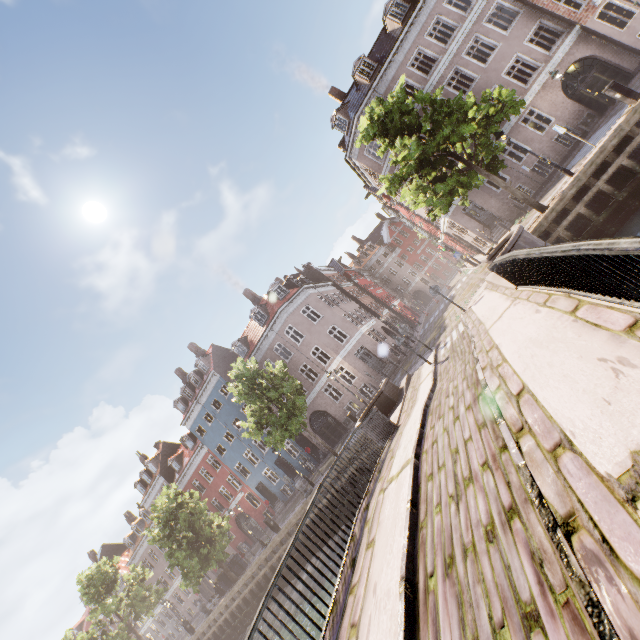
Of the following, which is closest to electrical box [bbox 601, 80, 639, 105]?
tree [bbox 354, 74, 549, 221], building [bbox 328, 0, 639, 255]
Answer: tree [bbox 354, 74, 549, 221]

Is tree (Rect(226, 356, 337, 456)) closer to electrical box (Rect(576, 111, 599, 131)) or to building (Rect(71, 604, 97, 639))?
building (Rect(71, 604, 97, 639))

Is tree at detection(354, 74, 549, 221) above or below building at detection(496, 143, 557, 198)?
above

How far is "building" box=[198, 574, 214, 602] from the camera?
37.5m

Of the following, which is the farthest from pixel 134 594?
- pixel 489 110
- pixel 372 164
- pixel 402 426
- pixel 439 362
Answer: pixel 489 110

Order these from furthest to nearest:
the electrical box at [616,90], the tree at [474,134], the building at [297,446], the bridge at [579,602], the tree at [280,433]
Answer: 1. the building at [297,446]
2. the tree at [280,433]
3. the tree at [474,134]
4. the electrical box at [616,90]
5. the bridge at [579,602]

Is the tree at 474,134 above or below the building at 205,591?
above

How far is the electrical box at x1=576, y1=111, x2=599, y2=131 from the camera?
19.3m
